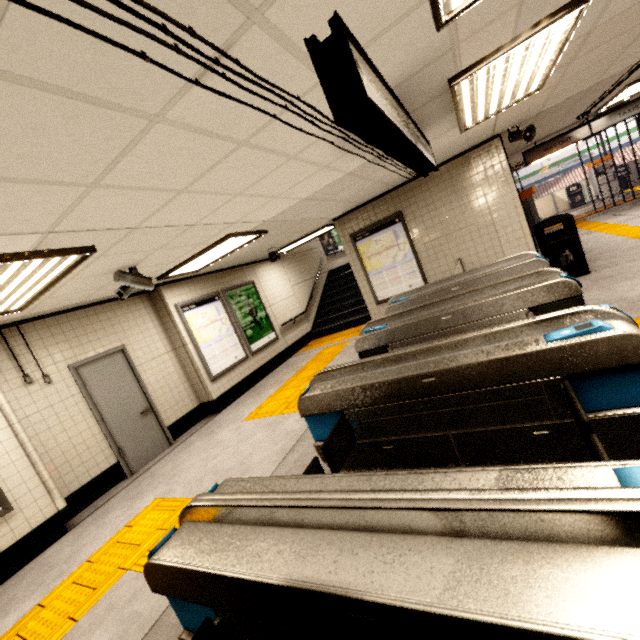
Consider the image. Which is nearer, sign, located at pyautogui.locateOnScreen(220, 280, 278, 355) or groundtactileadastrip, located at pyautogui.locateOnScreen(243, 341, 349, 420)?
groundtactileadastrip, located at pyautogui.locateOnScreen(243, 341, 349, 420)

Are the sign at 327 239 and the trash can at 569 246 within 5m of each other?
no

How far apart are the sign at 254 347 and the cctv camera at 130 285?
3.2m

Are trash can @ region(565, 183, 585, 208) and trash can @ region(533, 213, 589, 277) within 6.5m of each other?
no

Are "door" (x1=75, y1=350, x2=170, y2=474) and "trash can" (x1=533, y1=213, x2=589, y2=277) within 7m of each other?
no

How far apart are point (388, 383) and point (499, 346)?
0.78m

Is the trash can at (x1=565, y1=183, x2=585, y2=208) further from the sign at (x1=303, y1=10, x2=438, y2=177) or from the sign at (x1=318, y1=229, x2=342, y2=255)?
the sign at (x1=303, y1=10, x2=438, y2=177)

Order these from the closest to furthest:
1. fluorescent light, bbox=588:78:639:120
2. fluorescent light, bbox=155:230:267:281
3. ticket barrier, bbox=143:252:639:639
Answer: ticket barrier, bbox=143:252:639:639 < fluorescent light, bbox=155:230:267:281 < fluorescent light, bbox=588:78:639:120
